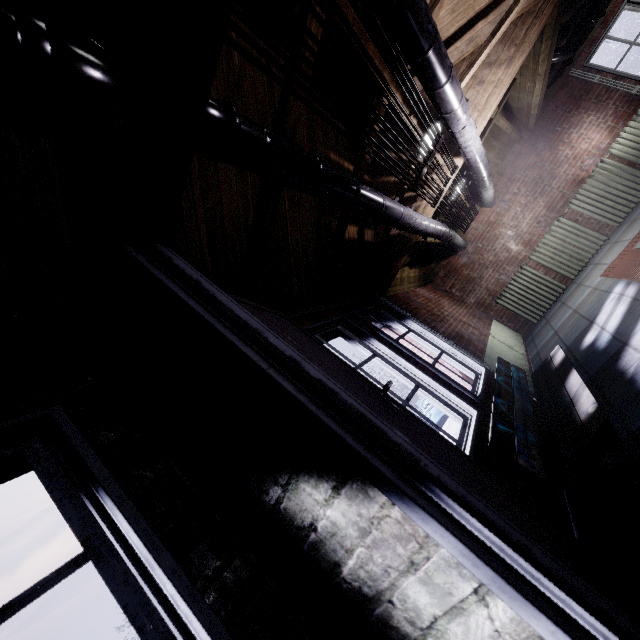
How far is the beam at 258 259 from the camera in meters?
1.7 m

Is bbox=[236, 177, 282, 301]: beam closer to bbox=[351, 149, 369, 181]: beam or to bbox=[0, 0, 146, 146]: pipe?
bbox=[351, 149, 369, 181]: beam

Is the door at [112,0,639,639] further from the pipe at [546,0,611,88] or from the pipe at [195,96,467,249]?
the pipe at [546,0,611,88]

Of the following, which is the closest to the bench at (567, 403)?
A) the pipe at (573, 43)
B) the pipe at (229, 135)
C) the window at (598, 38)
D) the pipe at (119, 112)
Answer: the pipe at (229, 135)

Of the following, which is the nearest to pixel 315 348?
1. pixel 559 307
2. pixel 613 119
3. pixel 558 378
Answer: pixel 558 378

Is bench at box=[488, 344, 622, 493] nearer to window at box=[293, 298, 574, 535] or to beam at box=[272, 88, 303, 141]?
window at box=[293, 298, 574, 535]

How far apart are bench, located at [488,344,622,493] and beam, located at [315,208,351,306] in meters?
1.5

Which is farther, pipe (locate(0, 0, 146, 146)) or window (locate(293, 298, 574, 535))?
window (locate(293, 298, 574, 535))
